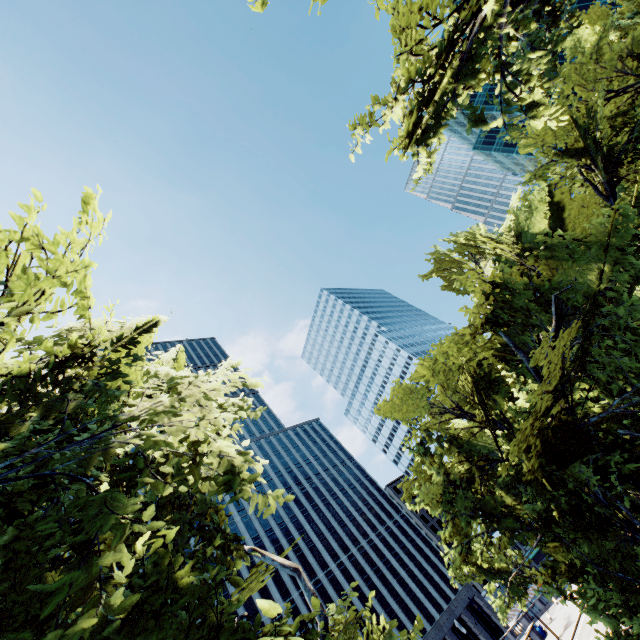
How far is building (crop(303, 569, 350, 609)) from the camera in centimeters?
5653cm

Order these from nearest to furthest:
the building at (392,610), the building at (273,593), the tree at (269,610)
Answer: the tree at (269,610) < the building at (273,593) < the building at (392,610)

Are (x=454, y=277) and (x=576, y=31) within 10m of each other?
no

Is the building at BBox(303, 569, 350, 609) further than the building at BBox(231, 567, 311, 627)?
Yes

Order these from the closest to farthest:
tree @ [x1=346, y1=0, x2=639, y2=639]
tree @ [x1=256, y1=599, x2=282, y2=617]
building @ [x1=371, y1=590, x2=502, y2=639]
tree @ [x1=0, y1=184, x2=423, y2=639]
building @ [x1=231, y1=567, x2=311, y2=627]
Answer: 1. tree @ [x1=256, y1=599, x2=282, y2=617]
2. tree @ [x1=0, y1=184, x2=423, y2=639]
3. tree @ [x1=346, y1=0, x2=639, y2=639]
4. building @ [x1=231, y1=567, x2=311, y2=627]
5. building @ [x1=371, y1=590, x2=502, y2=639]

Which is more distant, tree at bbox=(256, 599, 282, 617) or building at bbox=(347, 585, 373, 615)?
building at bbox=(347, 585, 373, 615)

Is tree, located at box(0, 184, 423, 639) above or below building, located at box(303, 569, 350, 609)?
below

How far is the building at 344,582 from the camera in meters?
56.5 m
